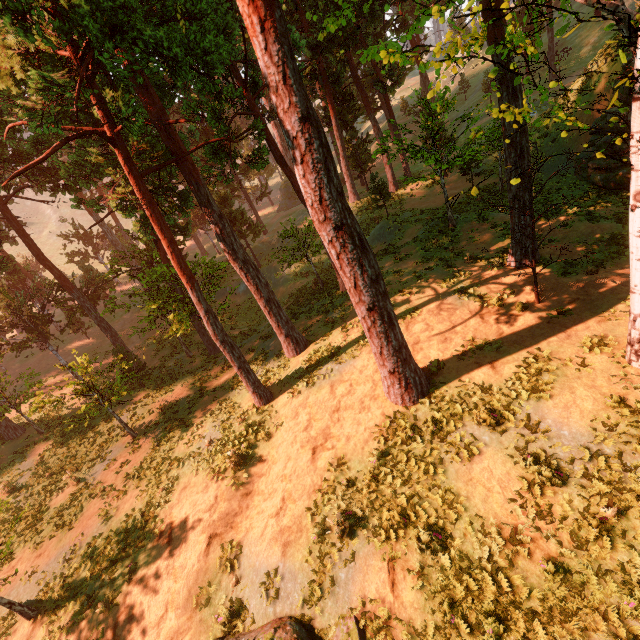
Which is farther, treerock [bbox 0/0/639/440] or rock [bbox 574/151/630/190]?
rock [bbox 574/151/630/190]

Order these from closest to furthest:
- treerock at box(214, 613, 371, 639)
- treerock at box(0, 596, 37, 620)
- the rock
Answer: treerock at box(214, 613, 371, 639) < treerock at box(0, 596, 37, 620) < the rock

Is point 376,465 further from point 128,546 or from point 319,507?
point 128,546

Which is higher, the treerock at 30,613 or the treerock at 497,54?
the treerock at 497,54

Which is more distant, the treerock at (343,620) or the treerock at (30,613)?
the treerock at (30,613)

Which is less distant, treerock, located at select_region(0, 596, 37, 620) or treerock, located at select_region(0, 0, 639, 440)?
treerock, located at select_region(0, 0, 639, 440)

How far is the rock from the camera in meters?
16.4
